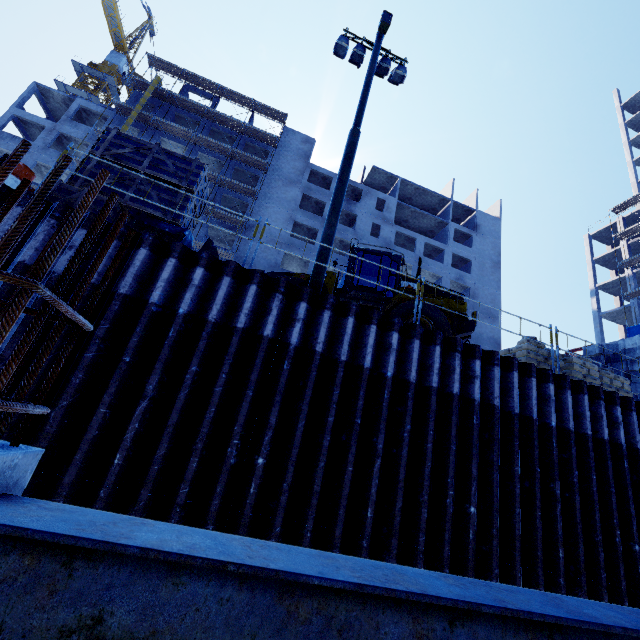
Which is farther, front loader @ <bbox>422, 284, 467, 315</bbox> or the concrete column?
front loader @ <bbox>422, 284, 467, 315</bbox>

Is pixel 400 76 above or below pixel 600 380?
above

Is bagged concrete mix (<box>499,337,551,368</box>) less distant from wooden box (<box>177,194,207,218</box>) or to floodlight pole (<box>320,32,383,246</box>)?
floodlight pole (<box>320,32,383,246</box>)

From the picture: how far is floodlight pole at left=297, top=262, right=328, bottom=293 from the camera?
7.2m

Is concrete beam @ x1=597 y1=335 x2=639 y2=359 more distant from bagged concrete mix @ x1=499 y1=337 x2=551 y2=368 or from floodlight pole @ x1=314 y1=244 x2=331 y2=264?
floodlight pole @ x1=314 y1=244 x2=331 y2=264

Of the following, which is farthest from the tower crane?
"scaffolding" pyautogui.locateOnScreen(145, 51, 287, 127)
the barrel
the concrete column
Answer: the concrete column

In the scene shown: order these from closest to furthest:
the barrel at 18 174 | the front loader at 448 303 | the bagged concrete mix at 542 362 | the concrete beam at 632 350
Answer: the barrel at 18 174 < the bagged concrete mix at 542 362 < the front loader at 448 303 < the concrete beam at 632 350

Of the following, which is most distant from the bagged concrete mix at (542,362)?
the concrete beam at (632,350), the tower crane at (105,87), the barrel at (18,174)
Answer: the tower crane at (105,87)
